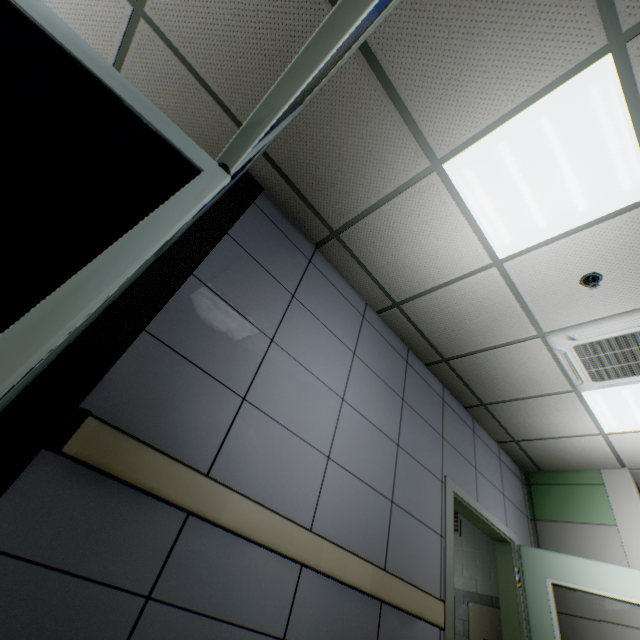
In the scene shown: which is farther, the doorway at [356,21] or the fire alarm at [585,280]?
the fire alarm at [585,280]

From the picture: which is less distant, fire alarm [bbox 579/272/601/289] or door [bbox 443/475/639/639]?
fire alarm [bbox 579/272/601/289]

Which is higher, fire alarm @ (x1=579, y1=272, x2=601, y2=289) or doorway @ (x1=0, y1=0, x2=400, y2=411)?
fire alarm @ (x1=579, y1=272, x2=601, y2=289)

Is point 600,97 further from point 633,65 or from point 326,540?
point 326,540

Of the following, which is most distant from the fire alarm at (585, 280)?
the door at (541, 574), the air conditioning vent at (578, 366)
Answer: the door at (541, 574)

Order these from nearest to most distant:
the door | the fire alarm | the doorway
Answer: the doorway
the fire alarm
the door

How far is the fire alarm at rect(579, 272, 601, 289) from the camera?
2.5 meters

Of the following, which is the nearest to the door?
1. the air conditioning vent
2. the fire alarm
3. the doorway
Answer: the air conditioning vent
